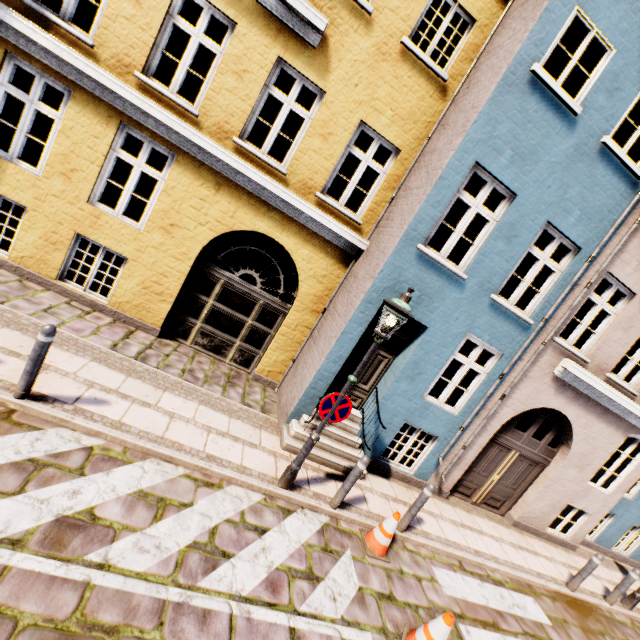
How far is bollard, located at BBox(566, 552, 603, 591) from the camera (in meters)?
7.26

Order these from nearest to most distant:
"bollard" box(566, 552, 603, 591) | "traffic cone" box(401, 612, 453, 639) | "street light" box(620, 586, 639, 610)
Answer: "traffic cone" box(401, 612, 453, 639)
"bollard" box(566, 552, 603, 591)
"street light" box(620, 586, 639, 610)

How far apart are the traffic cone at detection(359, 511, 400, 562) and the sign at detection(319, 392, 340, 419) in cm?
208

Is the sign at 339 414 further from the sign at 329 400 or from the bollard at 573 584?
the bollard at 573 584

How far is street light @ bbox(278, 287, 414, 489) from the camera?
4.64m

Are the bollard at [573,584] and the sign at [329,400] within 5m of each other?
no

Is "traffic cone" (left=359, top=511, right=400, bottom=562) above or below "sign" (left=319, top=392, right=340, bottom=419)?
below

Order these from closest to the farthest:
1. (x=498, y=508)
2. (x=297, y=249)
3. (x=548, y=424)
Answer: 1. (x=297, y=249)
2. (x=498, y=508)
3. (x=548, y=424)
